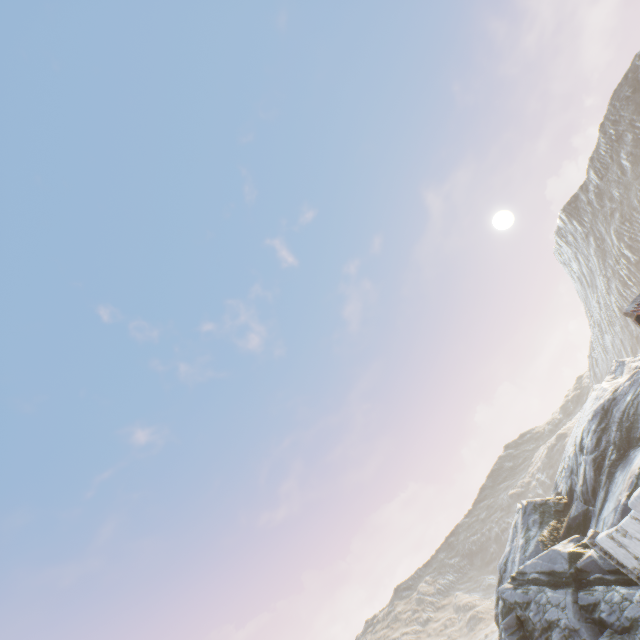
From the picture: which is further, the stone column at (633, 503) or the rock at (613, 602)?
the rock at (613, 602)

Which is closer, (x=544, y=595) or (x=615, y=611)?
(x=615, y=611)

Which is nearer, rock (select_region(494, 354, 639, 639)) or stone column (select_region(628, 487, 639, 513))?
stone column (select_region(628, 487, 639, 513))
